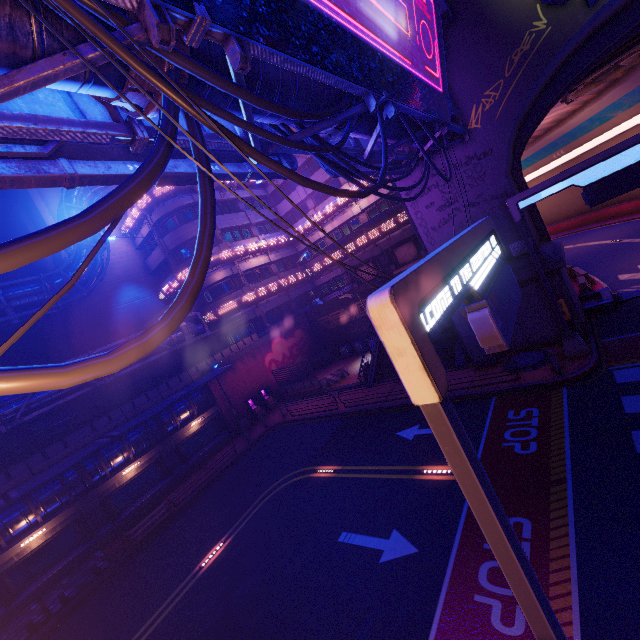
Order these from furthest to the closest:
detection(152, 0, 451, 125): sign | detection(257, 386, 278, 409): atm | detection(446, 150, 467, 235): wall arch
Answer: detection(257, 386, 278, 409): atm, detection(446, 150, 467, 235): wall arch, detection(152, 0, 451, 125): sign

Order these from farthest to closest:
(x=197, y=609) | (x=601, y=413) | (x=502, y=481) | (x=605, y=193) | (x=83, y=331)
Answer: (x=83, y=331) < (x=605, y=193) < (x=197, y=609) < (x=601, y=413) < (x=502, y=481)

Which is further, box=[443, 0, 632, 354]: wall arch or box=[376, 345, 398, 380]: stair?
box=[376, 345, 398, 380]: stair

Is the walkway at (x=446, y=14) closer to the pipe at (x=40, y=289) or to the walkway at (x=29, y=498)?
the pipe at (x=40, y=289)

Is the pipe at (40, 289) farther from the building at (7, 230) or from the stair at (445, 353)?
the stair at (445, 353)

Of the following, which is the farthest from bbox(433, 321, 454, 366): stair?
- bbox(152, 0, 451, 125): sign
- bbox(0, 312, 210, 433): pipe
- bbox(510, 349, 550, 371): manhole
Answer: bbox(0, 312, 210, 433): pipe

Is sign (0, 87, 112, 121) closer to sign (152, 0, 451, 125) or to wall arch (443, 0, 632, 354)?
sign (152, 0, 451, 125)

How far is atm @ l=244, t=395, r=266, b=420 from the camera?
27.10m
